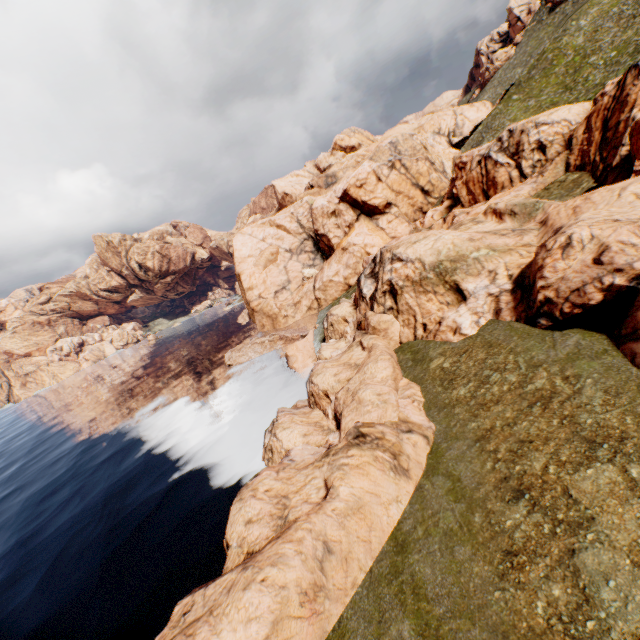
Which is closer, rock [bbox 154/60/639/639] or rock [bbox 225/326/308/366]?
rock [bbox 154/60/639/639]

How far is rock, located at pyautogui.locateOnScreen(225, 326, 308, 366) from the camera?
46.7 meters

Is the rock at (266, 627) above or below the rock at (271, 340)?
above

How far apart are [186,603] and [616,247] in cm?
2089

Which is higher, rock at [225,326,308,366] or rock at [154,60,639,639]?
rock at [154,60,639,639]

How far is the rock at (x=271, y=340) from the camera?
46.7 meters
